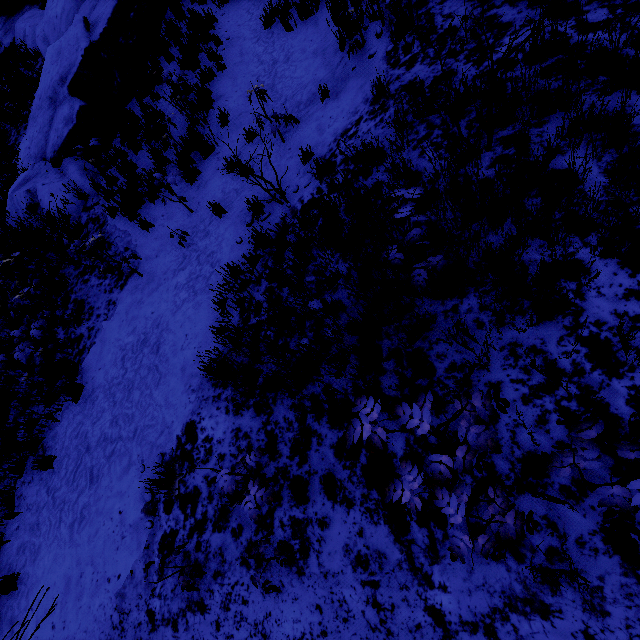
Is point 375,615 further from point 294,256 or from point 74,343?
point 74,343
